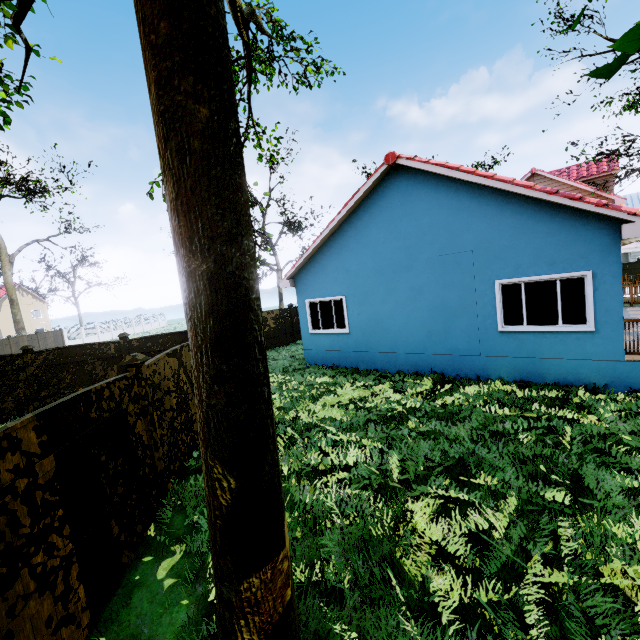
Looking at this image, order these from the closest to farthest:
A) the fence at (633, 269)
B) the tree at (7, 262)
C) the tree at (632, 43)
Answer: the tree at (632, 43), the fence at (633, 269), the tree at (7, 262)

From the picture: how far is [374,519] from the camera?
4.0m

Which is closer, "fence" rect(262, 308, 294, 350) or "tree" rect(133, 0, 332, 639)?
"tree" rect(133, 0, 332, 639)

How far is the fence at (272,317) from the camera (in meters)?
18.56

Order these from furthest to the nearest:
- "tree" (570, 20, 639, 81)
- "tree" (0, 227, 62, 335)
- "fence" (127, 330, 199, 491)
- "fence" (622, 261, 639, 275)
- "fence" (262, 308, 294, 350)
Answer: "tree" (0, 227, 62, 335), "fence" (622, 261, 639, 275), "fence" (262, 308, 294, 350), "fence" (127, 330, 199, 491), "tree" (570, 20, 639, 81)

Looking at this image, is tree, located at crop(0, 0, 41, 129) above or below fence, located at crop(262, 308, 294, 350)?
above

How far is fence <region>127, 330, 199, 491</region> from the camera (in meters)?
5.50
